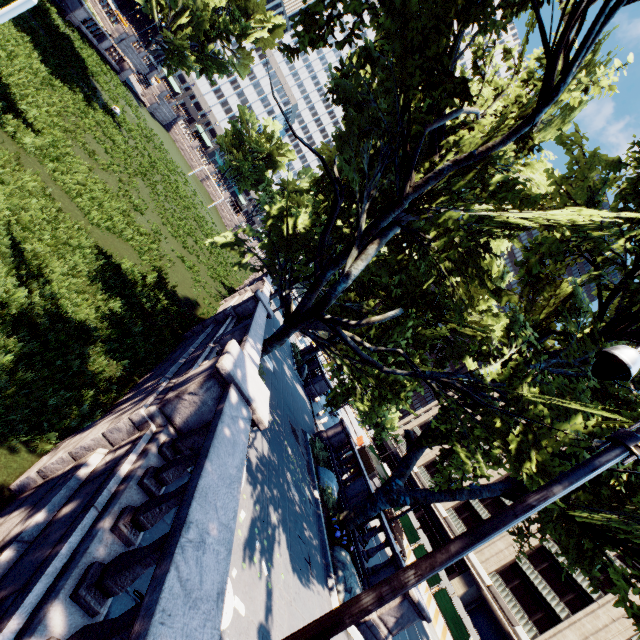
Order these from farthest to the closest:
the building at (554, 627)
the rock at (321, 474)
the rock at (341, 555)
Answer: the building at (554, 627) < the rock at (321, 474) < the rock at (341, 555)

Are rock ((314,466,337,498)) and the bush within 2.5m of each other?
yes

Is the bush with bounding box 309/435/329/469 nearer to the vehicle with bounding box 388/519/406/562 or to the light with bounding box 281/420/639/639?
the vehicle with bounding box 388/519/406/562

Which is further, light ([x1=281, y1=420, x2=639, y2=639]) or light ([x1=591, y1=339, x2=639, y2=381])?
light ([x1=591, y1=339, x2=639, y2=381])

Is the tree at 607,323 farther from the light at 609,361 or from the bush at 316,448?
the light at 609,361

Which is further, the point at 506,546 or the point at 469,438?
the point at 506,546

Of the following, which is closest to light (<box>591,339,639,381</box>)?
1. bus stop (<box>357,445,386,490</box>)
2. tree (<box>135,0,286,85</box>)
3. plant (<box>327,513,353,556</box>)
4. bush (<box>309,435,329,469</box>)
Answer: tree (<box>135,0,286,85</box>)

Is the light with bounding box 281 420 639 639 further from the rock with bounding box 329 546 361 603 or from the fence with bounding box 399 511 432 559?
the fence with bounding box 399 511 432 559
